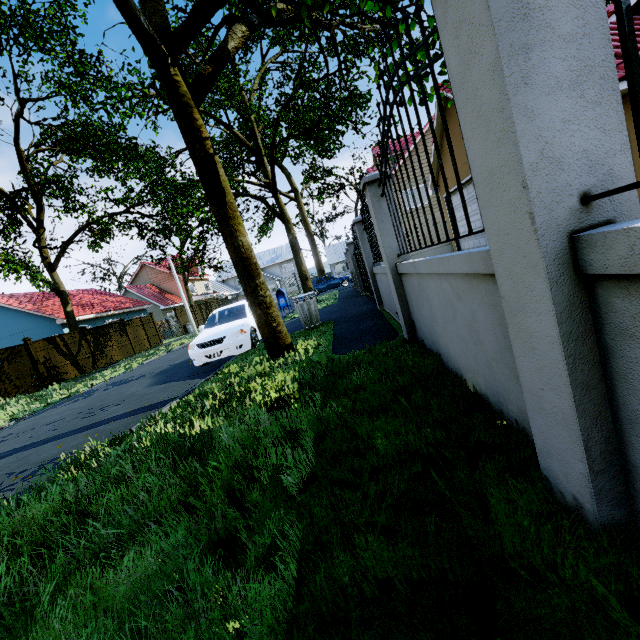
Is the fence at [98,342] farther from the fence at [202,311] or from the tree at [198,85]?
the tree at [198,85]

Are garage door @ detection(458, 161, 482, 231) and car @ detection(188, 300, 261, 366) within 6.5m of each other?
no

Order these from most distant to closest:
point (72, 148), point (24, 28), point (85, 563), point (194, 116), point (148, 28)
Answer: point (72, 148)
point (24, 28)
point (194, 116)
point (148, 28)
point (85, 563)

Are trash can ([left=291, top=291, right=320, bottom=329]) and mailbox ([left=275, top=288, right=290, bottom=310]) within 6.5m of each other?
yes

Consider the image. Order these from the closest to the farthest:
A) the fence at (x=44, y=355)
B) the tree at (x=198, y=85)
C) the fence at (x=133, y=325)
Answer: the tree at (x=198, y=85) → the fence at (x=44, y=355) → the fence at (x=133, y=325)

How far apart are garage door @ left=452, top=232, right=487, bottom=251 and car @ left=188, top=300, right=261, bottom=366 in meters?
7.7

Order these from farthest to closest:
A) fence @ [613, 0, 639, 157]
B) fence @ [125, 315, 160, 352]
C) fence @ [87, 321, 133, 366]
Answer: fence @ [125, 315, 160, 352] → fence @ [87, 321, 133, 366] → fence @ [613, 0, 639, 157]
